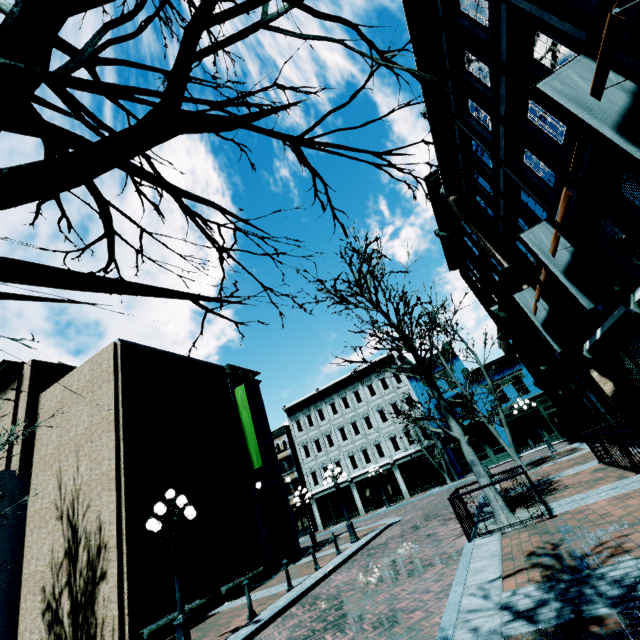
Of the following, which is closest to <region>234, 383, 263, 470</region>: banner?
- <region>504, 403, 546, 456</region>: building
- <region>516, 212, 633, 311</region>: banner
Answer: <region>516, 212, 633, 311</region>: banner

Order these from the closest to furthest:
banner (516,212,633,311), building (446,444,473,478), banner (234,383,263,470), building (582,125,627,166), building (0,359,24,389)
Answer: building (582,125,627,166) → banner (516,212,633,311) → building (0,359,24,389) → banner (234,383,263,470) → building (446,444,473,478)

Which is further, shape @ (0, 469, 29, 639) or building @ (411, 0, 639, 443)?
shape @ (0, 469, 29, 639)

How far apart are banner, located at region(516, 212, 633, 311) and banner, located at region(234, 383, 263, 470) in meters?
16.4

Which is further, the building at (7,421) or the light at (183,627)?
the building at (7,421)

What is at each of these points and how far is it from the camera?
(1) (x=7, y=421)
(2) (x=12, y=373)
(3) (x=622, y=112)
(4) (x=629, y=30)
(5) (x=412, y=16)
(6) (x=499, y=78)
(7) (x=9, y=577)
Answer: (1) building, 16.28m
(2) building, 17.53m
(3) banner, 4.85m
(4) building, 4.77m
(5) building, 9.73m
(6) building, 8.35m
(7) shape, 13.03m

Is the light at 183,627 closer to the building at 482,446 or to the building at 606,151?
the building at 606,151

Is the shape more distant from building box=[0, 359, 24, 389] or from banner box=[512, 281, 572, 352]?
banner box=[512, 281, 572, 352]
